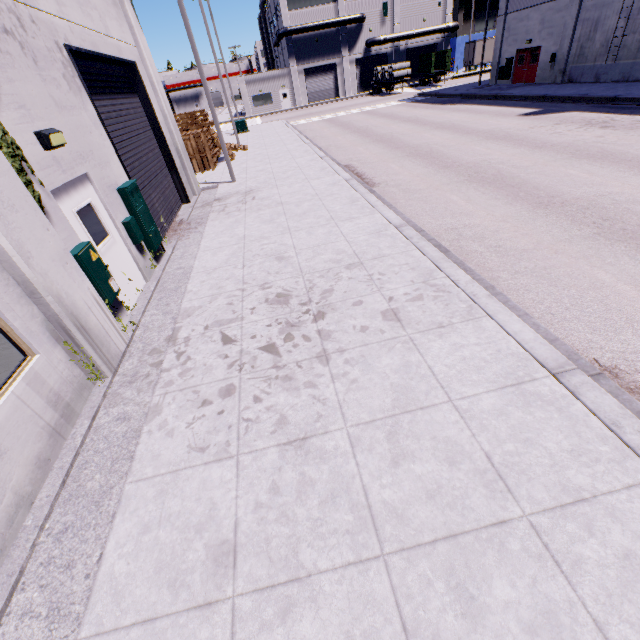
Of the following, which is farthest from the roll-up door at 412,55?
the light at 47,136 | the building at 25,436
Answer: the light at 47,136

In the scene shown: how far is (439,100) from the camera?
29.4m

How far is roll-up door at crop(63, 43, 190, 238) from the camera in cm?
779

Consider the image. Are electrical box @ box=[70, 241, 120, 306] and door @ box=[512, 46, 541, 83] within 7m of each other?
no

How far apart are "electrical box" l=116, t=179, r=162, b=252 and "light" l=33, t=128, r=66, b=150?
1.67m

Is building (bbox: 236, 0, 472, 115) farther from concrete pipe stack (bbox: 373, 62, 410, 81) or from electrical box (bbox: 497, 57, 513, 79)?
concrete pipe stack (bbox: 373, 62, 410, 81)

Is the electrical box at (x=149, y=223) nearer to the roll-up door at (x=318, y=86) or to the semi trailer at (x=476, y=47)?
the roll-up door at (x=318, y=86)

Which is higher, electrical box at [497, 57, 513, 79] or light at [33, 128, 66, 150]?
light at [33, 128, 66, 150]
